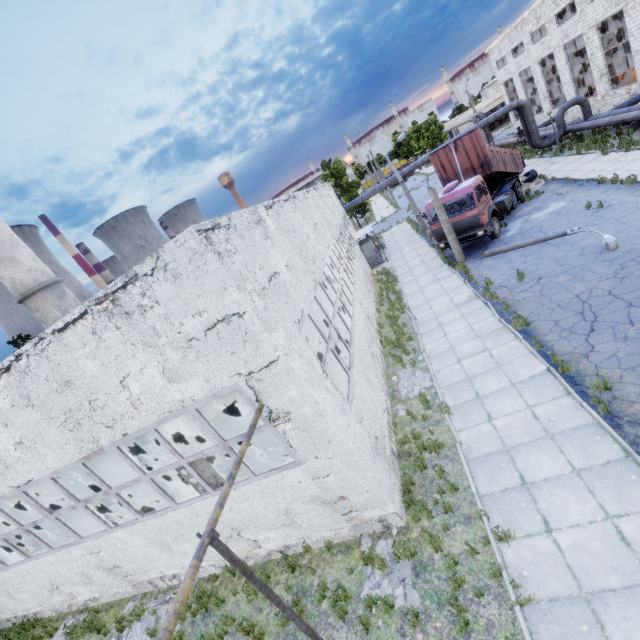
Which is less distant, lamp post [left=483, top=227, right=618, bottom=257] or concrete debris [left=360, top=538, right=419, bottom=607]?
concrete debris [left=360, top=538, right=419, bottom=607]

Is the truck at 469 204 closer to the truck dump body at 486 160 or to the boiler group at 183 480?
the truck dump body at 486 160

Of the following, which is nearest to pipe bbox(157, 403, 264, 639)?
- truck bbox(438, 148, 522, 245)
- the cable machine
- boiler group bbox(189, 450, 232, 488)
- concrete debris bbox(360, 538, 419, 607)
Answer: the cable machine

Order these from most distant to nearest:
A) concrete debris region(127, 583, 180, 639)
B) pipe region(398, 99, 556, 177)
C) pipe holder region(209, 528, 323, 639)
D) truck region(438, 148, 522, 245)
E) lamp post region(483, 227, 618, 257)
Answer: pipe region(398, 99, 556, 177)
truck region(438, 148, 522, 245)
lamp post region(483, 227, 618, 257)
concrete debris region(127, 583, 180, 639)
pipe holder region(209, 528, 323, 639)

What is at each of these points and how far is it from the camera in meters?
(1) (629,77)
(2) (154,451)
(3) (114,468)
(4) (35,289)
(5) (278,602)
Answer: (1) cable machine, 27.9
(2) boiler tank, 15.0
(3) boiler tank, 15.9
(4) chimney, 21.5
(5) pipe holder, 4.7

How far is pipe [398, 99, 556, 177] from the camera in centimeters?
2589cm

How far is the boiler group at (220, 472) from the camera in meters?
7.6 m

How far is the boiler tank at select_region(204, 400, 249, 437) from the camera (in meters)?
13.59
